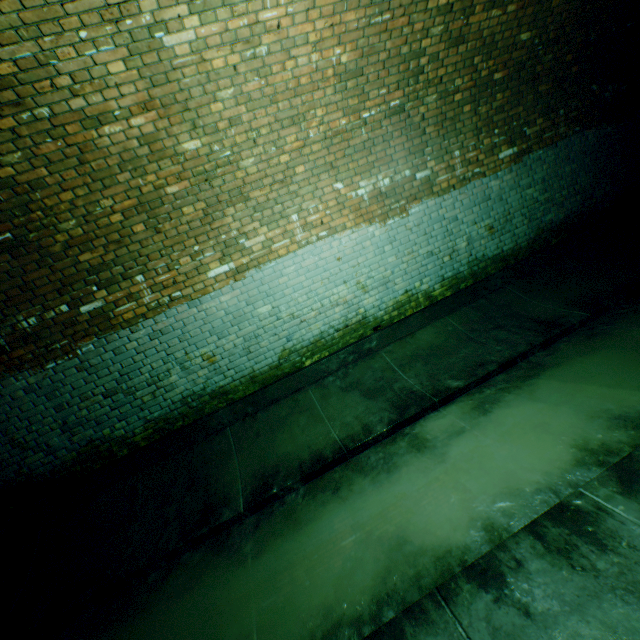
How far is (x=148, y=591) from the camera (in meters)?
3.04
